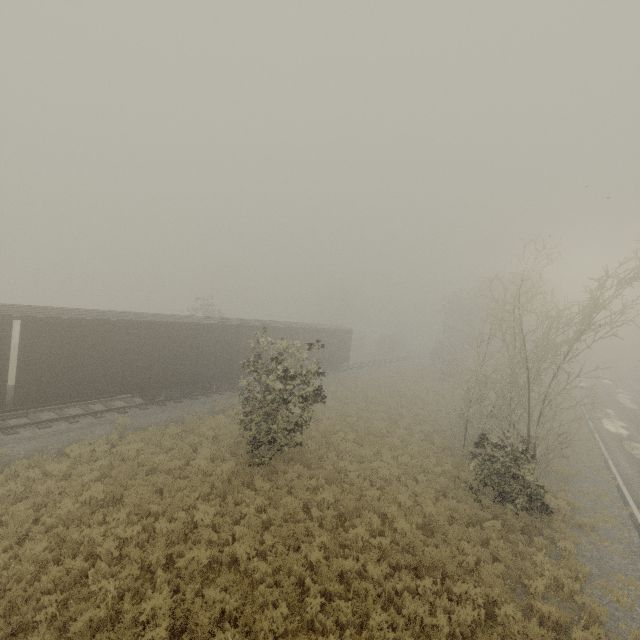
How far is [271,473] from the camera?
13.1m

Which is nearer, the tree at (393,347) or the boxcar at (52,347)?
the boxcar at (52,347)

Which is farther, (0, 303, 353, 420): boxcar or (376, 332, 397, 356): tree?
(376, 332, 397, 356): tree

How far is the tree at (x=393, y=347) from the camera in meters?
53.7

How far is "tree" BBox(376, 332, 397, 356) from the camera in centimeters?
5366cm
